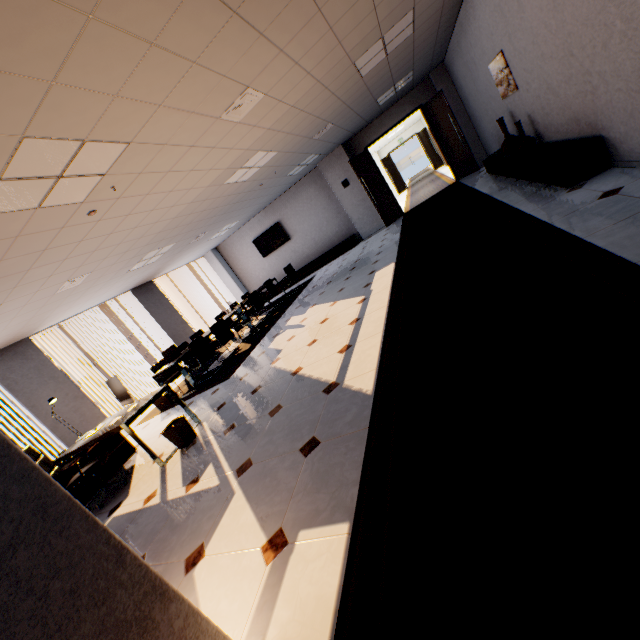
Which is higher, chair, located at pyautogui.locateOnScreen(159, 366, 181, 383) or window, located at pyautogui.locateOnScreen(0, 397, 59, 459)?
window, located at pyautogui.locateOnScreen(0, 397, 59, 459)

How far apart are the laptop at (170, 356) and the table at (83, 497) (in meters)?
1.76

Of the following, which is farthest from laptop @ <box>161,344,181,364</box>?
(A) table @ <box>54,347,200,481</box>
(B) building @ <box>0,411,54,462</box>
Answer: (B) building @ <box>0,411,54,462</box>

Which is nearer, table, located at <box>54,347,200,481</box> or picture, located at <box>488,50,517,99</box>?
table, located at <box>54,347,200,481</box>

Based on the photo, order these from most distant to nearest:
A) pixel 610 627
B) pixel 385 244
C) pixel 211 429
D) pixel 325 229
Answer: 1. pixel 325 229
2. pixel 385 244
3. pixel 211 429
4. pixel 610 627

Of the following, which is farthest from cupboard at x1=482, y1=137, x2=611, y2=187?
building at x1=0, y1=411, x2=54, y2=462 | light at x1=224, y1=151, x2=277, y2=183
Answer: building at x1=0, y1=411, x2=54, y2=462

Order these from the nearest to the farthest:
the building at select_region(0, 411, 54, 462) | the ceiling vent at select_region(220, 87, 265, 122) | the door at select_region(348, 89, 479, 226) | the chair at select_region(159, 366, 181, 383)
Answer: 1. the ceiling vent at select_region(220, 87, 265, 122)
2. the chair at select_region(159, 366, 181, 383)
3. the door at select_region(348, 89, 479, 226)
4. the building at select_region(0, 411, 54, 462)

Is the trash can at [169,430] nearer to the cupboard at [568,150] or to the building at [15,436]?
the cupboard at [568,150]
